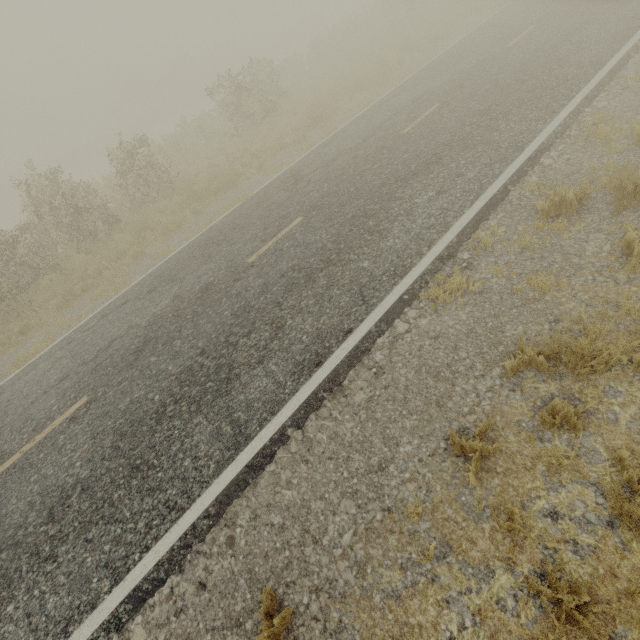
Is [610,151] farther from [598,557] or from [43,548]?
[43,548]
